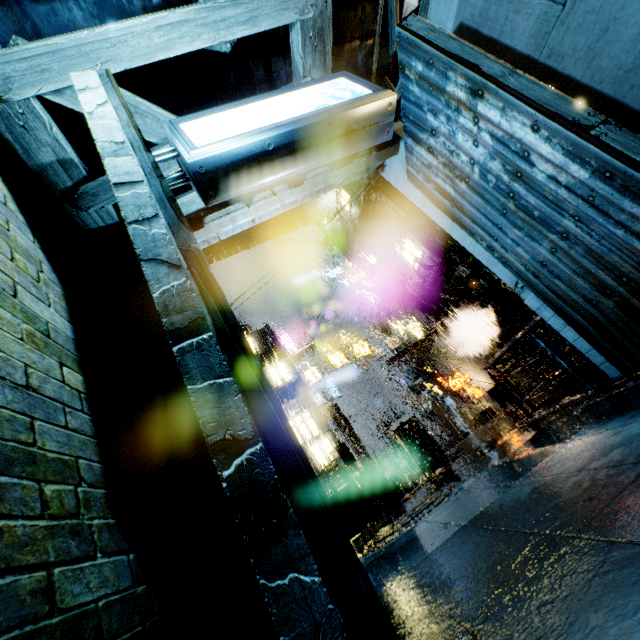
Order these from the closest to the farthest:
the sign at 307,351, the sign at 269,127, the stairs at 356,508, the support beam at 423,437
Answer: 1. the sign at 269,127
2. the stairs at 356,508
3. the support beam at 423,437
4. the sign at 307,351

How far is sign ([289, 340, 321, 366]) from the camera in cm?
2364

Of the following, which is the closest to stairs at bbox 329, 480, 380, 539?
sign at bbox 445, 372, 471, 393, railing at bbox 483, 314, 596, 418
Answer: railing at bbox 483, 314, 596, 418

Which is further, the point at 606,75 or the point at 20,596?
the point at 606,75

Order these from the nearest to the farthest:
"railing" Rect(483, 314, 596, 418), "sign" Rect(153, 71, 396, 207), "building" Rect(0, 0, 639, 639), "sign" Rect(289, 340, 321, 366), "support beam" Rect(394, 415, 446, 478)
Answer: "building" Rect(0, 0, 639, 639) < "sign" Rect(153, 71, 396, 207) < "railing" Rect(483, 314, 596, 418) < "support beam" Rect(394, 415, 446, 478) < "sign" Rect(289, 340, 321, 366)

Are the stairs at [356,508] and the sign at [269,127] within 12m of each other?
yes

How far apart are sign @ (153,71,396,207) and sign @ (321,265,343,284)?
32.9m

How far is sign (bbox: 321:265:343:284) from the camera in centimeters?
3809cm
